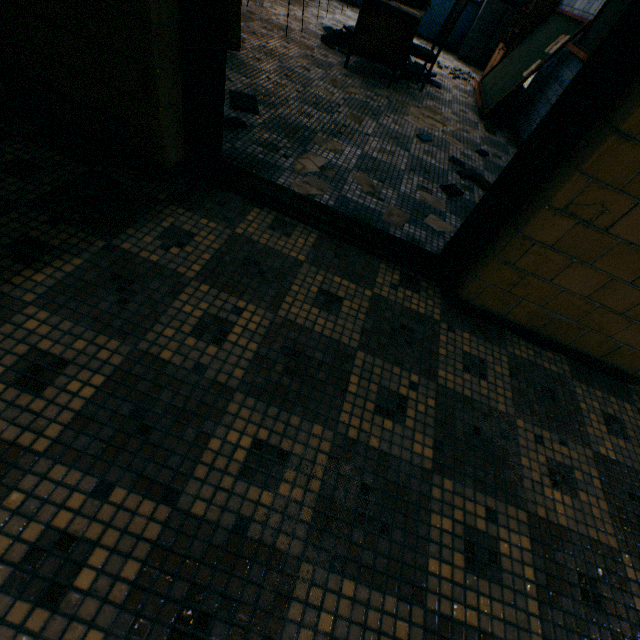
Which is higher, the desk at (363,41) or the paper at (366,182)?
the desk at (363,41)

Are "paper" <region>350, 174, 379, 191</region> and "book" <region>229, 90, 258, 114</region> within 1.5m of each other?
yes

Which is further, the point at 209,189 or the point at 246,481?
the point at 209,189

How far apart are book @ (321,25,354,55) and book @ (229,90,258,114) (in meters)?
2.65

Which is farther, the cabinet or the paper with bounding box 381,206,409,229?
the cabinet

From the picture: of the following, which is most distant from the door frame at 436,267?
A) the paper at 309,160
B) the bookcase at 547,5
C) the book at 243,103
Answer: the bookcase at 547,5

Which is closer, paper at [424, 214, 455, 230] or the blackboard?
paper at [424, 214, 455, 230]

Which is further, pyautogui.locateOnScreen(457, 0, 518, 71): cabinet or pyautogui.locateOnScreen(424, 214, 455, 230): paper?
pyautogui.locateOnScreen(457, 0, 518, 71): cabinet
